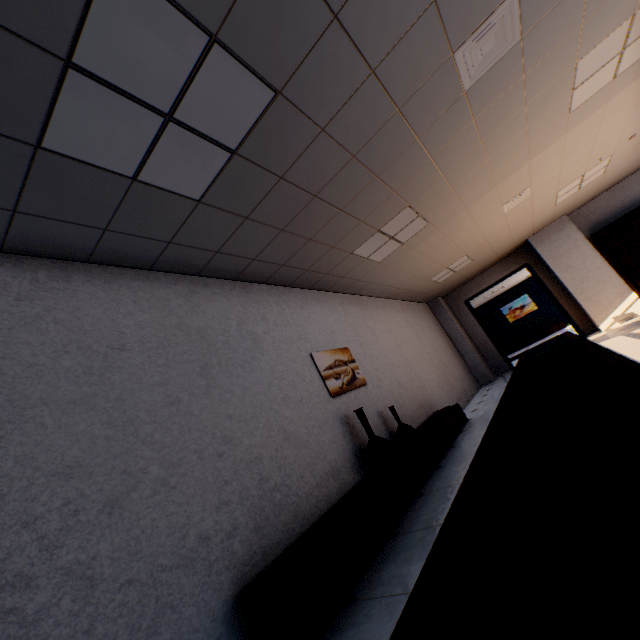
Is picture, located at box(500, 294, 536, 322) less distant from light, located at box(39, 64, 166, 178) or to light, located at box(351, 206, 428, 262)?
light, located at box(351, 206, 428, 262)

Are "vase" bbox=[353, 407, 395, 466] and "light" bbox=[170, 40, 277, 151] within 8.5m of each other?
yes

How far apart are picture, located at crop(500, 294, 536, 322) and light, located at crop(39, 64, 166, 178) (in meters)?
18.39

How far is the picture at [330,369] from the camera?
4.1 meters

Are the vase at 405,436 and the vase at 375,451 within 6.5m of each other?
yes

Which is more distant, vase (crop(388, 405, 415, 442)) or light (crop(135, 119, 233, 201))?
vase (crop(388, 405, 415, 442))

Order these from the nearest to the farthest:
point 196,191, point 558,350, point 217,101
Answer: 1. point 217,101
2. point 196,191
3. point 558,350

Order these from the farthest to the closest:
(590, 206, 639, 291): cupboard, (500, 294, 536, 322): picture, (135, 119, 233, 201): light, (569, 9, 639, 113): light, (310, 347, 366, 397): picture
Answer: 1. (500, 294, 536, 322): picture
2. (590, 206, 639, 291): cupboard
3. (310, 347, 366, 397): picture
4. (569, 9, 639, 113): light
5. (135, 119, 233, 201): light
